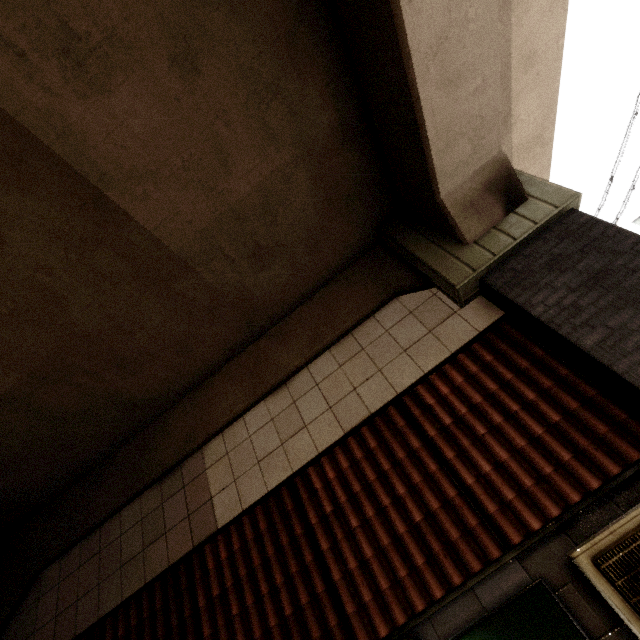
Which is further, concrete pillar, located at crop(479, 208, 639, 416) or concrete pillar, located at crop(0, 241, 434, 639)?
concrete pillar, located at crop(0, 241, 434, 639)

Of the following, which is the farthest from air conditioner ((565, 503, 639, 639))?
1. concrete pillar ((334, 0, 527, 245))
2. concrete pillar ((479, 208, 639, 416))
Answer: concrete pillar ((334, 0, 527, 245))

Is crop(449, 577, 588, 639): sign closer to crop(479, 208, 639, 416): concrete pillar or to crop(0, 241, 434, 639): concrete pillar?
crop(0, 241, 434, 639): concrete pillar

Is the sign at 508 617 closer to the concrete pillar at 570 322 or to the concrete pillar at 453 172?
the concrete pillar at 453 172

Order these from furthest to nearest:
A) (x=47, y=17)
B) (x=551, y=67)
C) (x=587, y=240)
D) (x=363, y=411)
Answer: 1. (x=551, y=67)
2. (x=363, y=411)
3. (x=587, y=240)
4. (x=47, y=17)

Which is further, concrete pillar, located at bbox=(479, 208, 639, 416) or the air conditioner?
concrete pillar, located at bbox=(479, 208, 639, 416)

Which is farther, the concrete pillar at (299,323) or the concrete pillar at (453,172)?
the concrete pillar at (299,323)

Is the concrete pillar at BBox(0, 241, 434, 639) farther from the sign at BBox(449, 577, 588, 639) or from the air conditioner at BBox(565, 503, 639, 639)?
the air conditioner at BBox(565, 503, 639, 639)
